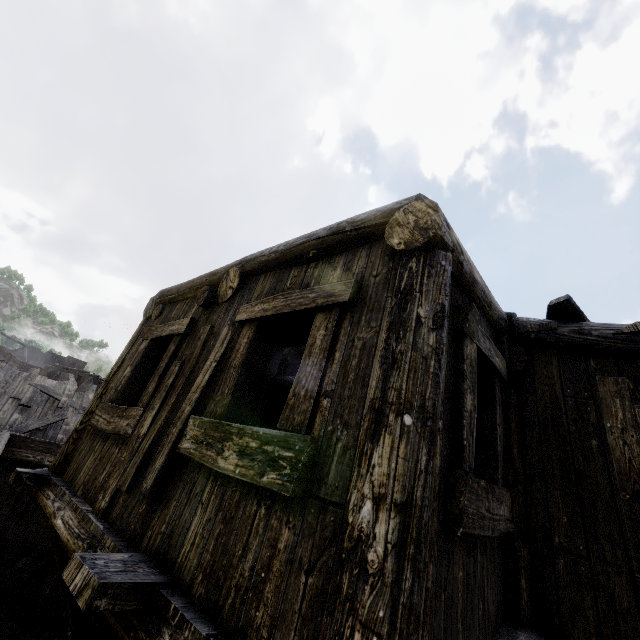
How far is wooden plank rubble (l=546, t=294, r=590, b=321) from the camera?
3.6m

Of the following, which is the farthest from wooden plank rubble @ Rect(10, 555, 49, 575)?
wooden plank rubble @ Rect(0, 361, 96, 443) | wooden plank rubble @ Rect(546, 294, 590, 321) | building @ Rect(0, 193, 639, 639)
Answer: wooden plank rubble @ Rect(546, 294, 590, 321)

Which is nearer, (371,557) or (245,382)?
(371,557)

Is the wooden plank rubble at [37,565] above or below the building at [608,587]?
below

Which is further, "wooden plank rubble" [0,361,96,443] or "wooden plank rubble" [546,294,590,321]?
"wooden plank rubble" [0,361,96,443]

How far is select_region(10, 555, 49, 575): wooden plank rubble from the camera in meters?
12.8

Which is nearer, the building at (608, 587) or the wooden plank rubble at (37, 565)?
the building at (608, 587)

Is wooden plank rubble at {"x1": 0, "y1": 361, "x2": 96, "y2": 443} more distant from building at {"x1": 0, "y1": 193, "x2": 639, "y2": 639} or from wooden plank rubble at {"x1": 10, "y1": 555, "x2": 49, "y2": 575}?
wooden plank rubble at {"x1": 10, "y1": 555, "x2": 49, "y2": 575}
